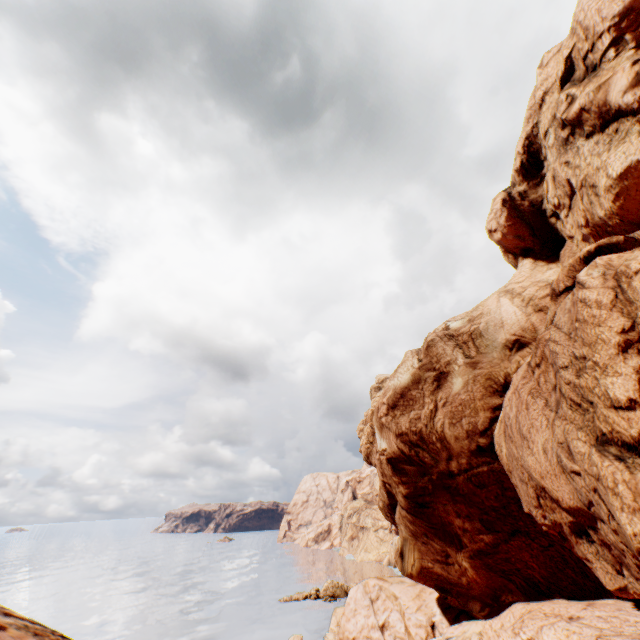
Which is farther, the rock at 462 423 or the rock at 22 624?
the rock at 462 423

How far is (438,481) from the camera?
18.08m

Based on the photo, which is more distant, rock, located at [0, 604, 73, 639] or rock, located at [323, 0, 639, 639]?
rock, located at [323, 0, 639, 639]
